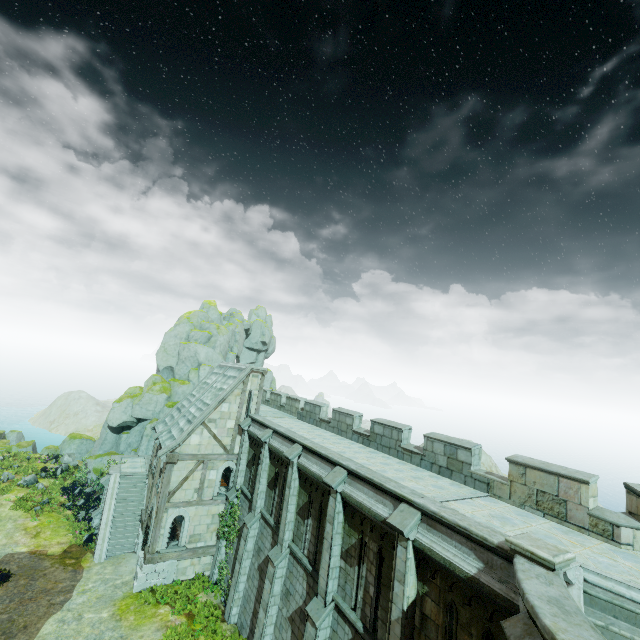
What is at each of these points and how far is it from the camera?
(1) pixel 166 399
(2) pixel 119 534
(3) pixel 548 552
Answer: (1) rock, 33.4 meters
(2) stair, 22.3 meters
(3) stair, 6.6 meters

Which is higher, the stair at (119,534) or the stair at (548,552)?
the stair at (548,552)

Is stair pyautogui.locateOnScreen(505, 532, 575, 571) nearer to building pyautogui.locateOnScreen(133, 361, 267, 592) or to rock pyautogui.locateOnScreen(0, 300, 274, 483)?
building pyautogui.locateOnScreen(133, 361, 267, 592)

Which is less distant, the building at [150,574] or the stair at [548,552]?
the stair at [548,552]

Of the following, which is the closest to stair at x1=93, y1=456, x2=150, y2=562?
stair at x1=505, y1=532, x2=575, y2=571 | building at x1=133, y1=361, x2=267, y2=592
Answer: building at x1=133, y1=361, x2=267, y2=592

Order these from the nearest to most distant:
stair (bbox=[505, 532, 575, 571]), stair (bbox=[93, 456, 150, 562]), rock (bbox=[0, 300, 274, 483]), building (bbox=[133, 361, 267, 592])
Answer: stair (bbox=[505, 532, 575, 571]), building (bbox=[133, 361, 267, 592]), stair (bbox=[93, 456, 150, 562]), rock (bbox=[0, 300, 274, 483])

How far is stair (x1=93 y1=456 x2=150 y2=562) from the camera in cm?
2147
